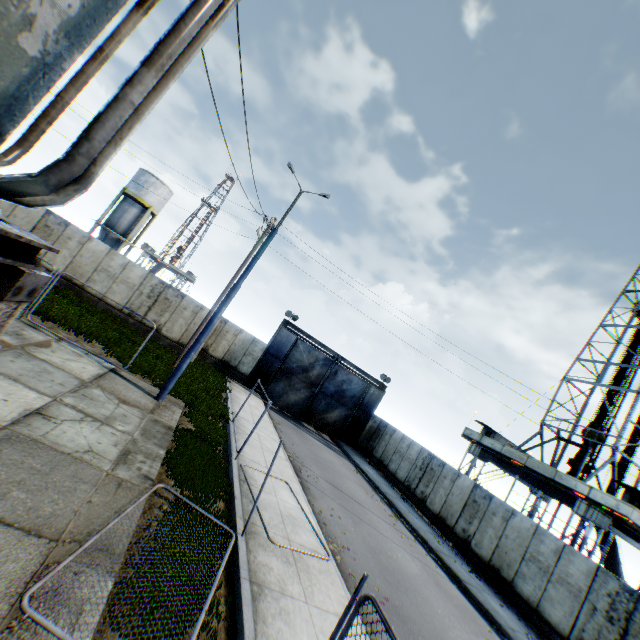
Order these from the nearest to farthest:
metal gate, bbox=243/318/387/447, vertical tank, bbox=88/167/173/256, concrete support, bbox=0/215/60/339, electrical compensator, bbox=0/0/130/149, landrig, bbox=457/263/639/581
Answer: electrical compensator, bbox=0/0/130/149 < concrete support, bbox=0/215/60/339 < landrig, bbox=457/263/639/581 < metal gate, bbox=243/318/387/447 < vertical tank, bbox=88/167/173/256

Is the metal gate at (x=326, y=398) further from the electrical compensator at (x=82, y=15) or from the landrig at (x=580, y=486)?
the electrical compensator at (x=82, y=15)

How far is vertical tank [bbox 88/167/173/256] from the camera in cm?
3462

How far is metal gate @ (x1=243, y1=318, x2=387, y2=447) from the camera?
25.52m

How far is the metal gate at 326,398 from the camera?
25.5 meters

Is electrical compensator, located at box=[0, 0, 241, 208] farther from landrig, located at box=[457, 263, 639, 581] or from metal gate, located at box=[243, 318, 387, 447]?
landrig, located at box=[457, 263, 639, 581]

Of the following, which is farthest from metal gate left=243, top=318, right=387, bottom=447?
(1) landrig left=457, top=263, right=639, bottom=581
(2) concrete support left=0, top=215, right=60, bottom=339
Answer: (2) concrete support left=0, top=215, right=60, bottom=339

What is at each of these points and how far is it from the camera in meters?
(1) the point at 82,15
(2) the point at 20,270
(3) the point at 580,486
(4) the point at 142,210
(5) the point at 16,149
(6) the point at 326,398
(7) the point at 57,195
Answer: (1) electrical compensator, 1.4 m
(2) concrete support, 2.1 m
(3) landrig, 21.0 m
(4) vertical tank, 35.7 m
(5) electrical compensator, 2.2 m
(6) metal gate, 27.0 m
(7) electrical compensator, 1.9 m
